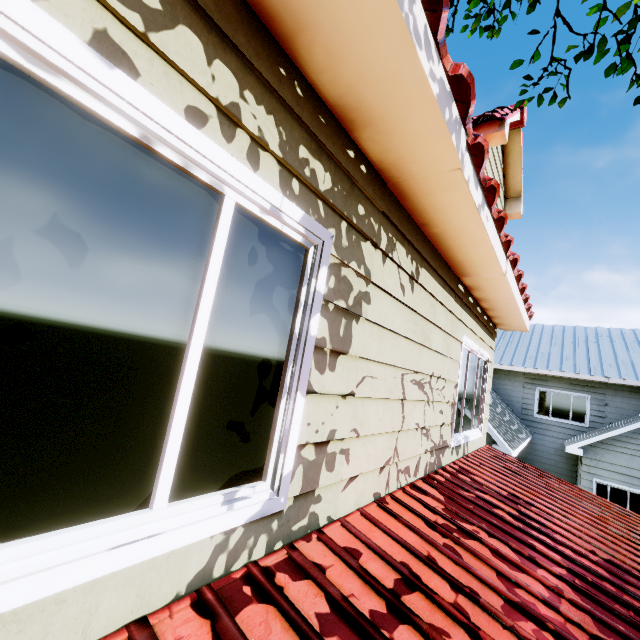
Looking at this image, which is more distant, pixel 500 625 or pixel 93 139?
pixel 500 625
